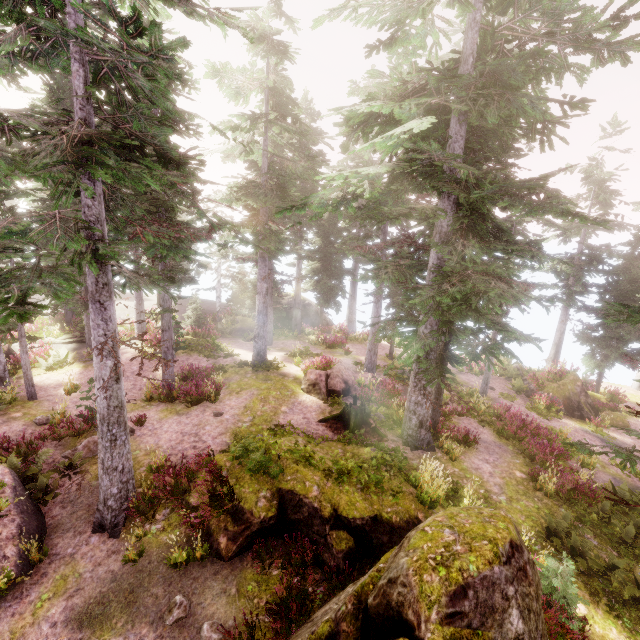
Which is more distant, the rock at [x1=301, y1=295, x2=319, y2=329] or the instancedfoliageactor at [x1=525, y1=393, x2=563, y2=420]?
the rock at [x1=301, y1=295, x2=319, y2=329]

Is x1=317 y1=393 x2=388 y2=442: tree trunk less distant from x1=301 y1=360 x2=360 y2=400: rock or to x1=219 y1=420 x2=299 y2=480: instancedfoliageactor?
x1=219 y1=420 x2=299 y2=480: instancedfoliageactor

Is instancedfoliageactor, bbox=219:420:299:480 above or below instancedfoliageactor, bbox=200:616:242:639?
above

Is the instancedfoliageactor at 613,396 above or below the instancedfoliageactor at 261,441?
below

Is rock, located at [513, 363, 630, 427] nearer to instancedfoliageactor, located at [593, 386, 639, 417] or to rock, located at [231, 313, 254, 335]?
instancedfoliageactor, located at [593, 386, 639, 417]

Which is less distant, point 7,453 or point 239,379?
point 7,453

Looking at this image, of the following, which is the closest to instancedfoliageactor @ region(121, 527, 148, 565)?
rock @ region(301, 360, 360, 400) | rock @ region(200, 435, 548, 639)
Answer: rock @ region(200, 435, 548, 639)

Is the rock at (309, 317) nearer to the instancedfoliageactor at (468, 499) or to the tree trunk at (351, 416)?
the instancedfoliageactor at (468, 499)
